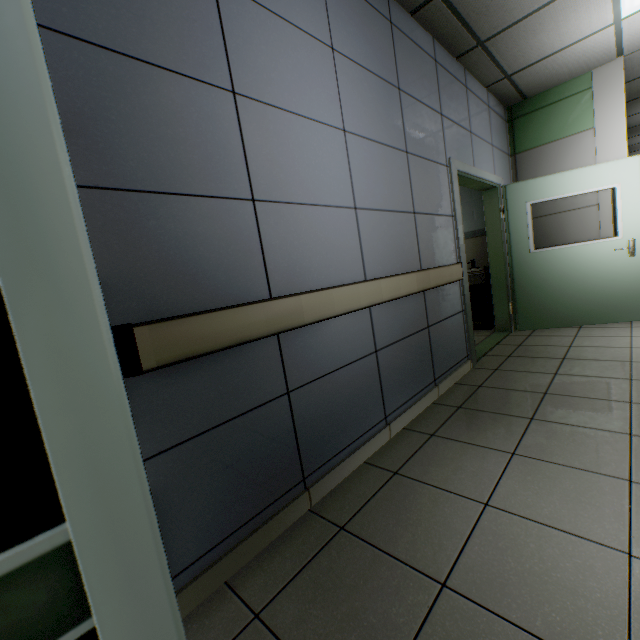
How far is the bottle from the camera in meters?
5.2

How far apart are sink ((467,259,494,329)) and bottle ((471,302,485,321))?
0.0 meters

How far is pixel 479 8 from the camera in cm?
279

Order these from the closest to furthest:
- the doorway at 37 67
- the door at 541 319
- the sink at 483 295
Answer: the doorway at 37 67 < the door at 541 319 < the sink at 483 295

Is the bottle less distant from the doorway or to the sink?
the sink

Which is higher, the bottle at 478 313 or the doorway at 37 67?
the doorway at 37 67

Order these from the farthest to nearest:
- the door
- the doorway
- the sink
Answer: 1. the sink
2. the door
3. the doorway

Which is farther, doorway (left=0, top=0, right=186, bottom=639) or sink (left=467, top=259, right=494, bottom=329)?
sink (left=467, top=259, right=494, bottom=329)
